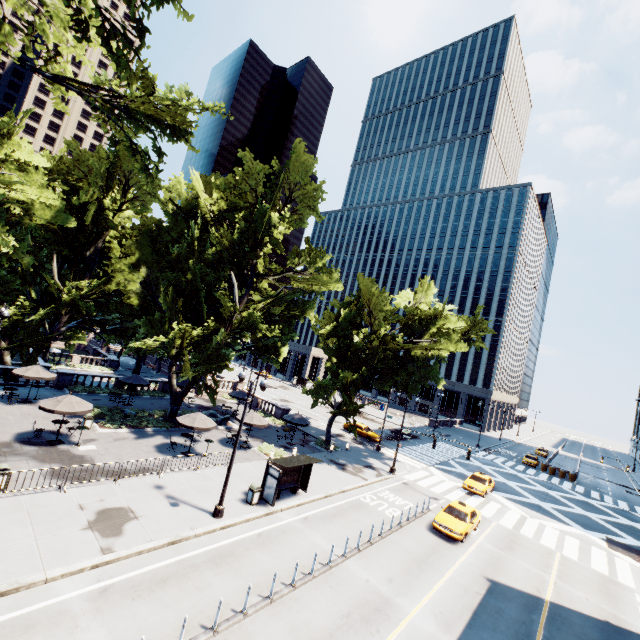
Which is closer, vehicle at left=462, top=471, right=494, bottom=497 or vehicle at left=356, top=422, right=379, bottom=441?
vehicle at left=462, top=471, right=494, bottom=497

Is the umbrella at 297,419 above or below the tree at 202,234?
below

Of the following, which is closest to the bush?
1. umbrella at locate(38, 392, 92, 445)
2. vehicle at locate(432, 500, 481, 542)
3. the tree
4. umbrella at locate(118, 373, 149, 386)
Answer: the tree

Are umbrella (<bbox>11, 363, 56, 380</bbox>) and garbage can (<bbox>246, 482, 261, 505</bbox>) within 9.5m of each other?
no

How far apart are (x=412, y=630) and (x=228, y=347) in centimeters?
4604cm

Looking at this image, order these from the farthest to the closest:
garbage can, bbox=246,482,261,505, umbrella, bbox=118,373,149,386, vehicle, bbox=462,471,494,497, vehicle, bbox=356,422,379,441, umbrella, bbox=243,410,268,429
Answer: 1. vehicle, bbox=356,422,379,441
2. umbrella, bbox=118,373,149,386
3. vehicle, bbox=462,471,494,497
4. umbrella, bbox=243,410,268,429
5. garbage can, bbox=246,482,261,505

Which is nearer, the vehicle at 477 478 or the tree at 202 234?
the tree at 202 234

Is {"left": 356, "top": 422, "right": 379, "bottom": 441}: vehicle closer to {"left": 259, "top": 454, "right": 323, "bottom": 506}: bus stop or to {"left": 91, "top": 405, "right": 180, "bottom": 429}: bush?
{"left": 259, "top": 454, "right": 323, "bottom": 506}: bus stop
